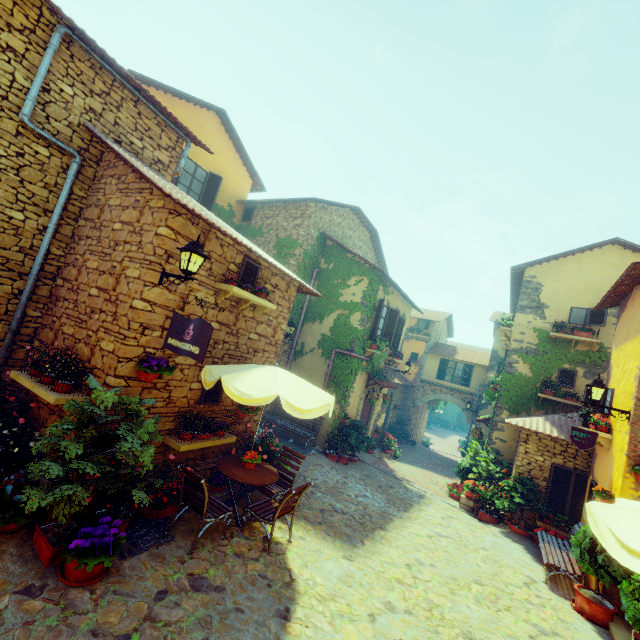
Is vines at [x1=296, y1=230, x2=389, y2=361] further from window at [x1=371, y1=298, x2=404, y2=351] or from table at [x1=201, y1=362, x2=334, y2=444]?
table at [x1=201, y1=362, x2=334, y2=444]

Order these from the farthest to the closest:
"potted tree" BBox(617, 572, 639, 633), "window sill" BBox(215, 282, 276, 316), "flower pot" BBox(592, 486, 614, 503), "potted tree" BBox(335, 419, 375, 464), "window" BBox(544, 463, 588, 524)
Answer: "potted tree" BBox(335, 419, 375, 464), "window" BBox(544, 463, 588, 524), "flower pot" BBox(592, 486, 614, 503), "window sill" BBox(215, 282, 276, 316), "potted tree" BBox(617, 572, 639, 633)

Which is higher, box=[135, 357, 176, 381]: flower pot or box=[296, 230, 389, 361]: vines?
box=[296, 230, 389, 361]: vines

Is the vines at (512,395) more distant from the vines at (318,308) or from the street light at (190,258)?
the street light at (190,258)

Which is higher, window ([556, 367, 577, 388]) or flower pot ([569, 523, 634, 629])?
window ([556, 367, 577, 388])

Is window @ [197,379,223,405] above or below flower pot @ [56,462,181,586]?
above

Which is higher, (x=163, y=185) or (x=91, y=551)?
(x=163, y=185)

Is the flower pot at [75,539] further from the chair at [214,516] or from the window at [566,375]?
the window at [566,375]
